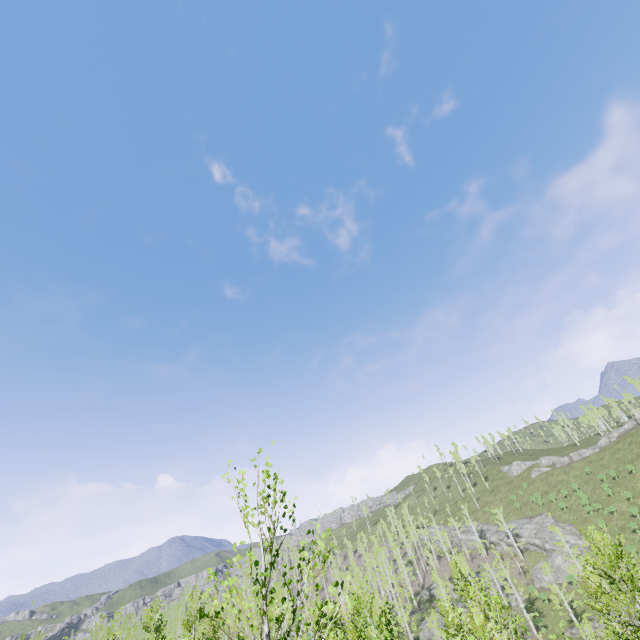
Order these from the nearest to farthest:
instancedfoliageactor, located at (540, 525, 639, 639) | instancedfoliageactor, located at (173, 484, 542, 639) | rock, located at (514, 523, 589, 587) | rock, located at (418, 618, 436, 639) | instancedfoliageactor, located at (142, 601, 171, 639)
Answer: instancedfoliageactor, located at (173, 484, 542, 639), instancedfoliageactor, located at (540, 525, 639, 639), instancedfoliageactor, located at (142, 601, 171, 639), rock, located at (418, 618, 436, 639), rock, located at (514, 523, 589, 587)

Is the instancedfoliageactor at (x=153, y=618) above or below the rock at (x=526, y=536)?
above

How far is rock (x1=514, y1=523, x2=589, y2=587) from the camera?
49.8 meters

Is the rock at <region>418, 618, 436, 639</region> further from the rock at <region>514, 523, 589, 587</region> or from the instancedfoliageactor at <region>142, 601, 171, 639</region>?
the rock at <region>514, 523, 589, 587</region>

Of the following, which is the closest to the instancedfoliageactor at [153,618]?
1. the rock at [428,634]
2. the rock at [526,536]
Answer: the rock at [428,634]

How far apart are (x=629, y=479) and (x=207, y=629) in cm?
7875

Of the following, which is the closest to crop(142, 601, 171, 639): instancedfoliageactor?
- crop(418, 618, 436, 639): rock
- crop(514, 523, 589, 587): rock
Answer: crop(418, 618, 436, 639): rock
